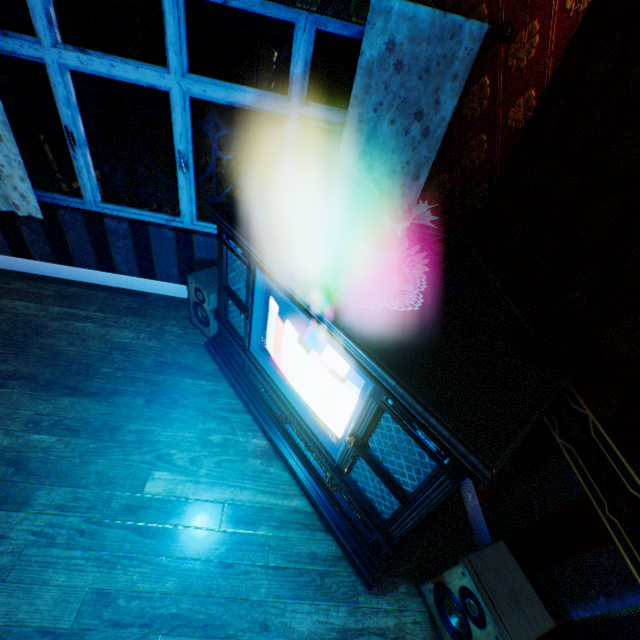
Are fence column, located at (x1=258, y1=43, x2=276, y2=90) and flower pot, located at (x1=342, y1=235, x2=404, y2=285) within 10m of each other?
no

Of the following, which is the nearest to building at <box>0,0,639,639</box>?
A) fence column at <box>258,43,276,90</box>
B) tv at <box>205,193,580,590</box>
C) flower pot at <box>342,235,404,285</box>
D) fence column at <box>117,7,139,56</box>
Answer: tv at <box>205,193,580,590</box>

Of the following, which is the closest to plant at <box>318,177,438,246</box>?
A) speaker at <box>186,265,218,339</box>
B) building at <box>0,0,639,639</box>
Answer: building at <box>0,0,639,639</box>

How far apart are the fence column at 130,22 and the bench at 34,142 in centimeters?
1173cm

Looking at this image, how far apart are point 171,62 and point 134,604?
3.4m

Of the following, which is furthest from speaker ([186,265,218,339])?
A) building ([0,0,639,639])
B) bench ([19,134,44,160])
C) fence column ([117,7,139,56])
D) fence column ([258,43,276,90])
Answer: fence column ([117,7,139,56])

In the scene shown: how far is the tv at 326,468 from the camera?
1.26m

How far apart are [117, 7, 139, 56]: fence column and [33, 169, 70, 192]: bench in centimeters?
1173cm
